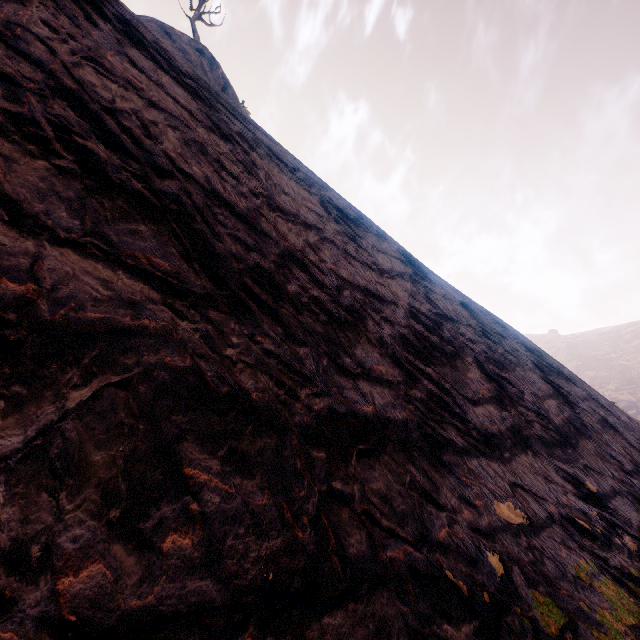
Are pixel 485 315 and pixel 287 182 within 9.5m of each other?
yes
